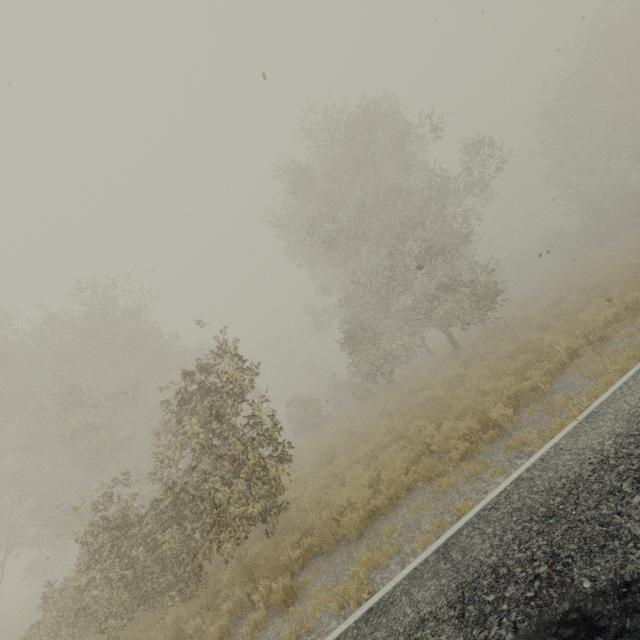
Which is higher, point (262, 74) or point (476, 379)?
point (262, 74)
